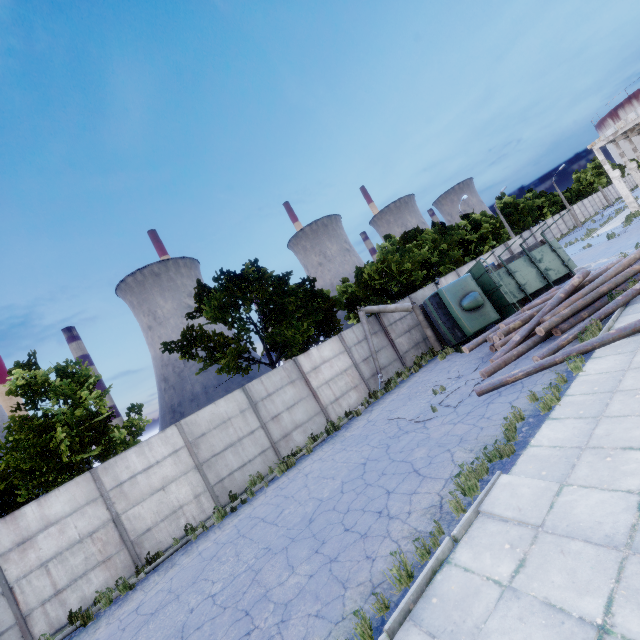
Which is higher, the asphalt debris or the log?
the log

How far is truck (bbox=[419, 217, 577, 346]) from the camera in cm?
1580

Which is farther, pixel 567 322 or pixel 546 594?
pixel 567 322

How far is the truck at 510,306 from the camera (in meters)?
15.80

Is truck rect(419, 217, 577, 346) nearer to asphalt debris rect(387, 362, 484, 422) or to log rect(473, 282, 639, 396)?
log rect(473, 282, 639, 396)

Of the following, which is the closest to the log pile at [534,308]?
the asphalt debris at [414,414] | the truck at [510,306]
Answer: the asphalt debris at [414,414]

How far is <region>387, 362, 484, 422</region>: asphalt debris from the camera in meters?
10.5
